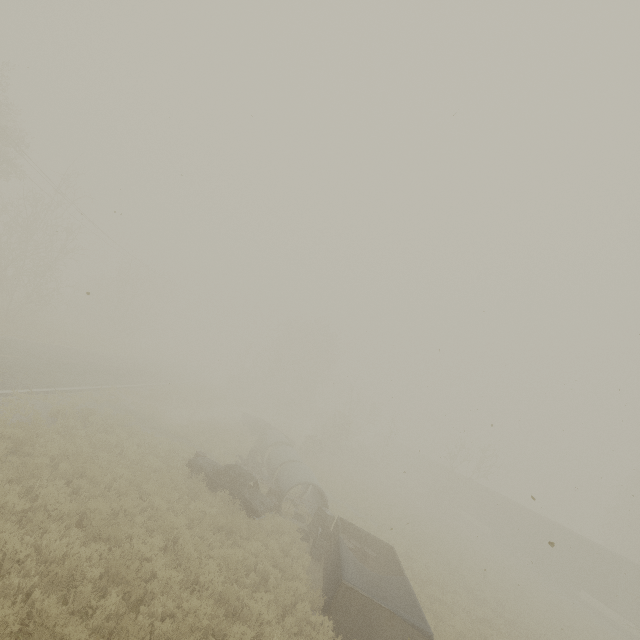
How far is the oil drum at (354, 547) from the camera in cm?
1364

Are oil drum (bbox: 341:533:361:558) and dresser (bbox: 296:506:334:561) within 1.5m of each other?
yes

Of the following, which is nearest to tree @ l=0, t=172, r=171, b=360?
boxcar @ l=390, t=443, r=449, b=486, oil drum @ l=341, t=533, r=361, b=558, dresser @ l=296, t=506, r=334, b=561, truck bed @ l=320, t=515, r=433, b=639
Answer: dresser @ l=296, t=506, r=334, b=561

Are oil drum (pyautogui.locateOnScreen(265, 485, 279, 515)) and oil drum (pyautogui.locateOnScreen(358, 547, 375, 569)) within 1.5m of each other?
no

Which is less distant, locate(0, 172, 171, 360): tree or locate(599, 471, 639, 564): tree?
locate(0, 172, 171, 360): tree

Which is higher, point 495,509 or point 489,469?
point 489,469

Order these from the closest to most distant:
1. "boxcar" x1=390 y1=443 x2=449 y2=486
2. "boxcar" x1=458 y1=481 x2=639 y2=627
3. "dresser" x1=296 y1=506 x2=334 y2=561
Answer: "dresser" x1=296 y1=506 x2=334 y2=561, "boxcar" x1=458 y1=481 x2=639 y2=627, "boxcar" x1=390 y1=443 x2=449 y2=486

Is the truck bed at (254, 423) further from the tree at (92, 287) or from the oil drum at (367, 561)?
the tree at (92, 287)
